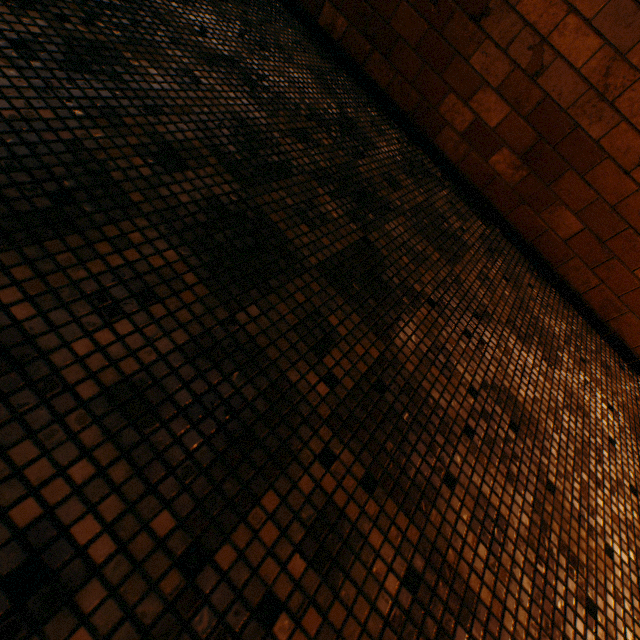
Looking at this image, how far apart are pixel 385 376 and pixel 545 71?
2.1 meters
